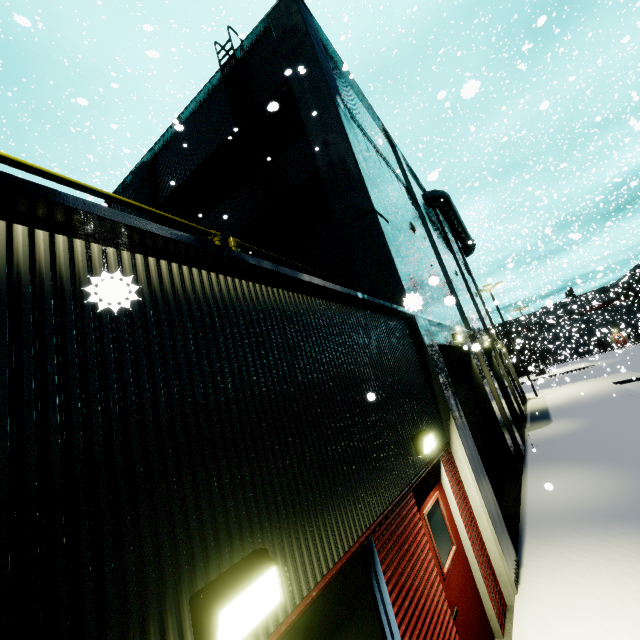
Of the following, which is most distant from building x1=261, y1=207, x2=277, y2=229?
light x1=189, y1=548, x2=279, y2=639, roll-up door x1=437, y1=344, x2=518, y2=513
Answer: light x1=189, y1=548, x2=279, y2=639

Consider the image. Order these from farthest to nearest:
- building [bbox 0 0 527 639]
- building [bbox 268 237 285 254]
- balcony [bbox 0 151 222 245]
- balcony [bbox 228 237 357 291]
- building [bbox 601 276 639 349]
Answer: building [bbox 601 276 639 349] → building [bbox 268 237 285 254] → balcony [bbox 228 237 357 291] → balcony [bbox 0 151 222 245] → building [bbox 0 0 527 639]

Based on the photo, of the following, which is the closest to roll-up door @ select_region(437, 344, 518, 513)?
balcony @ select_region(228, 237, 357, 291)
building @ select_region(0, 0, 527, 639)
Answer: building @ select_region(0, 0, 527, 639)

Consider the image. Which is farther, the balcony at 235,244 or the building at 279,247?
the building at 279,247

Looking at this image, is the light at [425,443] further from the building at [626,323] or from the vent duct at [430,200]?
the vent duct at [430,200]

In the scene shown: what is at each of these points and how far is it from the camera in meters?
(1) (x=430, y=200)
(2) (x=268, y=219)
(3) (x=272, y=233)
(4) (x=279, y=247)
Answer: (1) vent duct, 19.1
(2) building, 9.1
(3) building, 9.0
(4) building, 8.8

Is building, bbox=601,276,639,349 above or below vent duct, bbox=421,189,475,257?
below
